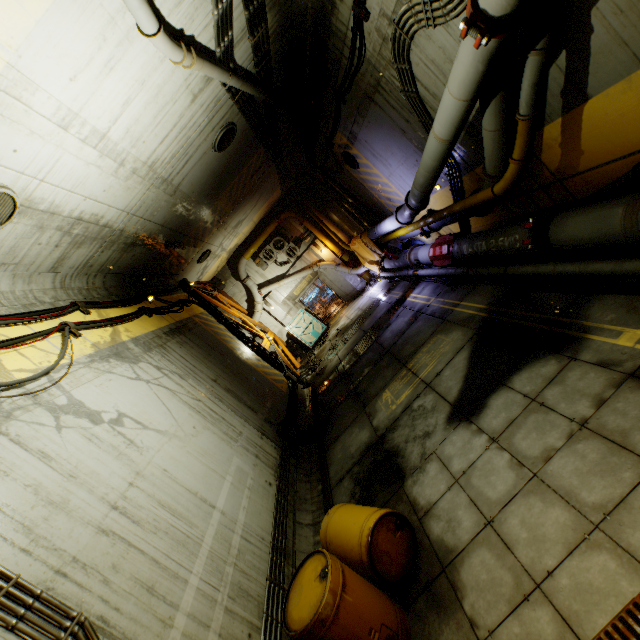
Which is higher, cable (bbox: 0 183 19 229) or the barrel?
cable (bbox: 0 183 19 229)

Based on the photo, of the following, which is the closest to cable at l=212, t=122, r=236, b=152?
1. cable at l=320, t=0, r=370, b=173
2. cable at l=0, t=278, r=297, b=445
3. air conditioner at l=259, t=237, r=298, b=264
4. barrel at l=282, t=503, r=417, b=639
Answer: cable at l=320, t=0, r=370, b=173

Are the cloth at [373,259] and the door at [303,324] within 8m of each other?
yes

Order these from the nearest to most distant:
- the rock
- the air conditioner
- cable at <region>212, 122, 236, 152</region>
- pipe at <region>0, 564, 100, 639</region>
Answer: pipe at <region>0, 564, 100, 639</region> < cable at <region>212, 122, 236, 152</region> < the rock < the air conditioner

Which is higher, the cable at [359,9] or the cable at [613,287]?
the cable at [359,9]

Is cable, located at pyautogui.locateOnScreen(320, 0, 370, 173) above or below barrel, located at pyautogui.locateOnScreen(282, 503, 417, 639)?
above

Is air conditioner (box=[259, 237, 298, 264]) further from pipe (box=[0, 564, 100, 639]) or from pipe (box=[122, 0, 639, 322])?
pipe (box=[0, 564, 100, 639])

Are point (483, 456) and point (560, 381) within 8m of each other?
yes
